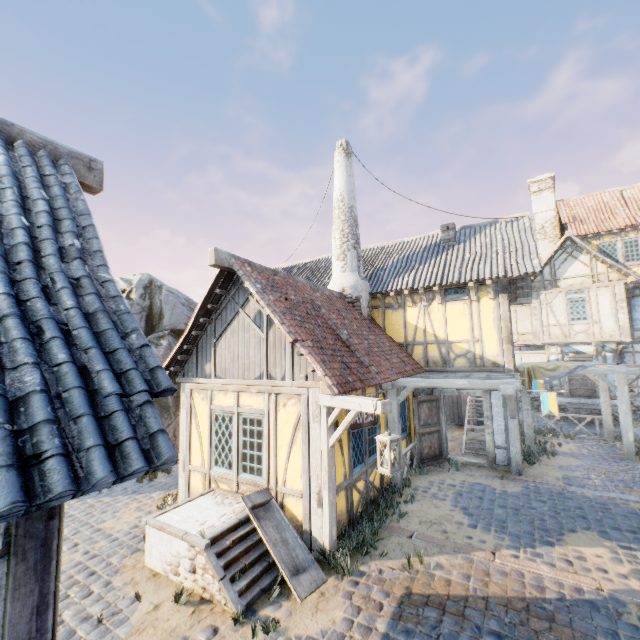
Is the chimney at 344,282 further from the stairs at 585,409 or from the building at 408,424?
the stairs at 585,409

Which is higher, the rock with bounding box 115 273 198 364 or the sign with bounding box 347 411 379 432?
the rock with bounding box 115 273 198 364

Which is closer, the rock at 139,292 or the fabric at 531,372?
the fabric at 531,372

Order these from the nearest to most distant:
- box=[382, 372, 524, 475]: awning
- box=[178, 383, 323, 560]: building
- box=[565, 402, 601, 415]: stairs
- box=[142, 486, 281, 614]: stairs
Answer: box=[142, 486, 281, 614]: stairs < box=[178, 383, 323, 560]: building < box=[382, 372, 524, 475]: awning < box=[565, 402, 601, 415]: stairs

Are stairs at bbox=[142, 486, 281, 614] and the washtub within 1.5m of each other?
yes

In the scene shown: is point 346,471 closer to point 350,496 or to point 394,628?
point 350,496

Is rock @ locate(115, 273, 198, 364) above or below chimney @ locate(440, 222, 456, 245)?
below

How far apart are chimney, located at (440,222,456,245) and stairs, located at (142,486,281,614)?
11.18m
